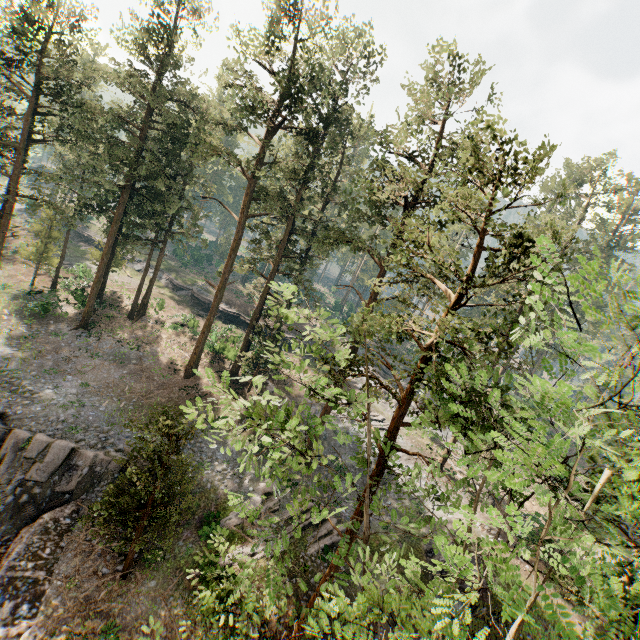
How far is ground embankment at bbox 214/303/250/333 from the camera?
45.1m

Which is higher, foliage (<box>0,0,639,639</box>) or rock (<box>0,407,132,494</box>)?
foliage (<box>0,0,639,639</box>)

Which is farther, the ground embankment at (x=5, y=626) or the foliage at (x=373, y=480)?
the ground embankment at (x=5, y=626)

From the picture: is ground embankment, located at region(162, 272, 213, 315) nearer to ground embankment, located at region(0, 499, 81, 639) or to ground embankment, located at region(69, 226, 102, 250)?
ground embankment, located at region(69, 226, 102, 250)

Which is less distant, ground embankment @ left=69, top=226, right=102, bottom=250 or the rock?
the rock

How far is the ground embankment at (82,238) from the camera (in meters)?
52.06

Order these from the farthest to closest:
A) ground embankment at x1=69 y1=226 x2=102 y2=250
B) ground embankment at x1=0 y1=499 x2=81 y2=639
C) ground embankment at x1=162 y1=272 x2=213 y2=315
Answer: ground embankment at x1=69 y1=226 x2=102 y2=250 < ground embankment at x1=162 y1=272 x2=213 y2=315 < ground embankment at x1=0 y1=499 x2=81 y2=639

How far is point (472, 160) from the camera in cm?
1495
